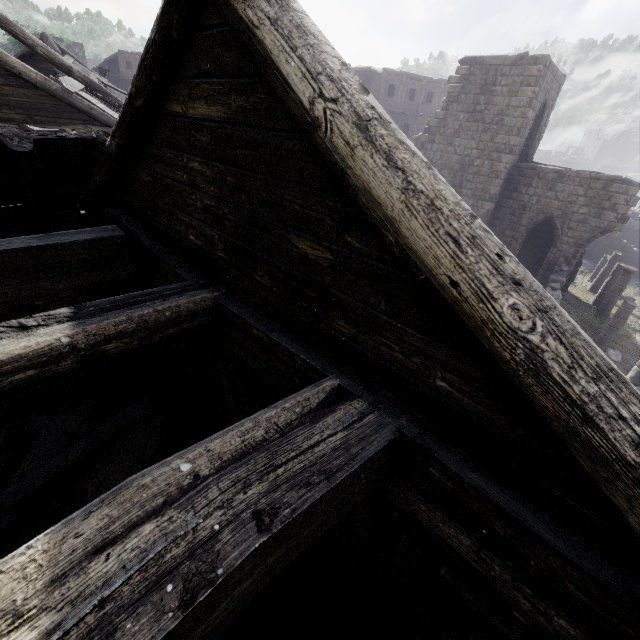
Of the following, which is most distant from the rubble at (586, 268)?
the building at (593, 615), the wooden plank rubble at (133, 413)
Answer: the wooden plank rubble at (133, 413)

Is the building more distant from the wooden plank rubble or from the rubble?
the wooden plank rubble

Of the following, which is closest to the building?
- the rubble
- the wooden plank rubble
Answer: the rubble

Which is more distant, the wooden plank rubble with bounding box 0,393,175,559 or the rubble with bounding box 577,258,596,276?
the rubble with bounding box 577,258,596,276

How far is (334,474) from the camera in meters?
1.6 m

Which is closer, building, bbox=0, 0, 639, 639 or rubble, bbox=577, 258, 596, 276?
building, bbox=0, 0, 639, 639

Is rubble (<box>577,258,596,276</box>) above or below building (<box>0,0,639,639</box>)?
below

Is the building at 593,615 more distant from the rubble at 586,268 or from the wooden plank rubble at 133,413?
the wooden plank rubble at 133,413
